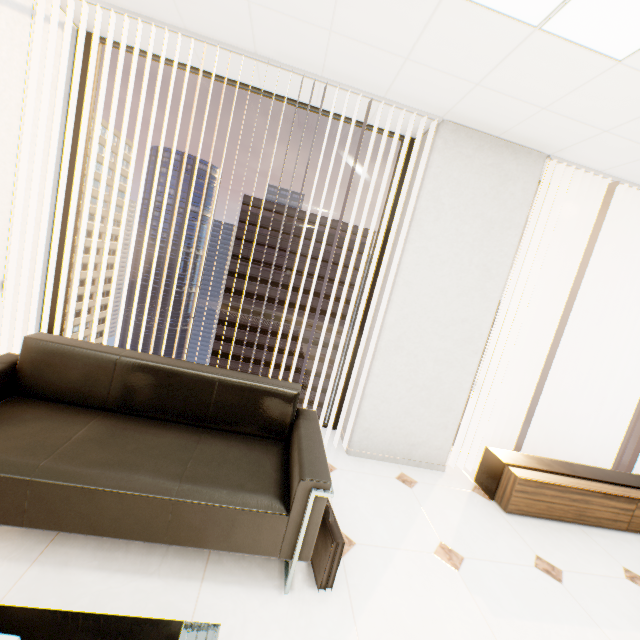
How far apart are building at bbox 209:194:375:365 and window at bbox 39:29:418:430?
56.21m

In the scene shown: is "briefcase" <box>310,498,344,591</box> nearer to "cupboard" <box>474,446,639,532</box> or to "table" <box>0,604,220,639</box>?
"table" <box>0,604,220,639</box>

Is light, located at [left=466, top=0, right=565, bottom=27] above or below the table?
above

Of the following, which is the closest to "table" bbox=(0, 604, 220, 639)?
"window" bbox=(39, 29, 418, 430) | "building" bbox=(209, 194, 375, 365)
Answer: "window" bbox=(39, 29, 418, 430)

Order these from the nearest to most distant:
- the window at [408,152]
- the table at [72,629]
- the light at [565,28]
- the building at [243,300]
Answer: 1. the table at [72,629]
2. the light at [565,28]
3. the window at [408,152]
4. the building at [243,300]

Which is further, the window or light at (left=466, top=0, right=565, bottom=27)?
the window

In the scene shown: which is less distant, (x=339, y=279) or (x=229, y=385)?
(x=229, y=385)

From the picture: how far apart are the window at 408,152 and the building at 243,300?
56.21m
